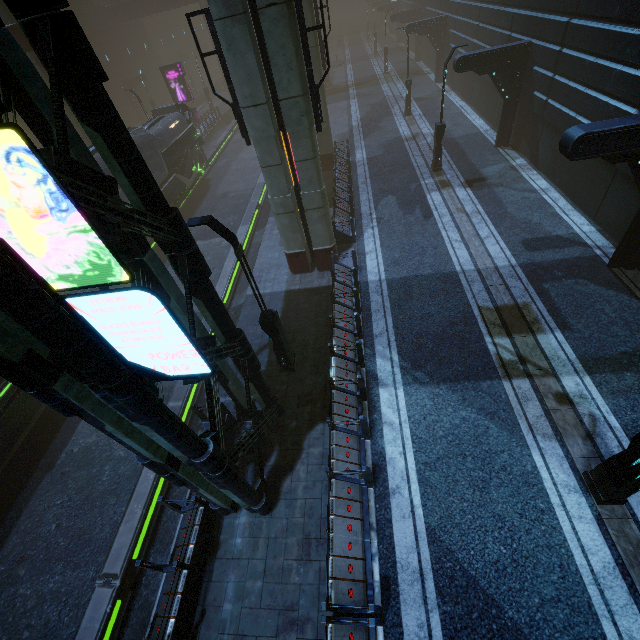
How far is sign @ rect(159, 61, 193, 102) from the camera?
31.94m

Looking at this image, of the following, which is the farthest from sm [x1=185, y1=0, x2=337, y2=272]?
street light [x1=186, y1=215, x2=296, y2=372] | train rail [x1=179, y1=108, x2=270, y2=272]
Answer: street light [x1=186, y1=215, x2=296, y2=372]

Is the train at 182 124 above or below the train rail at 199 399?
above

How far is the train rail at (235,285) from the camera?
15.3 meters

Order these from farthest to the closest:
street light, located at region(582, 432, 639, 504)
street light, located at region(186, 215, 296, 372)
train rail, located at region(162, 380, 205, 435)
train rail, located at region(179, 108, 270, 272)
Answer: train rail, located at region(179, 108, 270, 272)
train rail, located at region(162, 380, 205, 435)
street light, located at region(186, 215, 296, 372)
street light, located at region(582, 432, 639, 504)

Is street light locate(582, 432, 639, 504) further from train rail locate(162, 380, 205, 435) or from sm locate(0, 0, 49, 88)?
sm locate(0, 0, 49, 88)

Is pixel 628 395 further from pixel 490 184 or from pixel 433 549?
pixel 490 184

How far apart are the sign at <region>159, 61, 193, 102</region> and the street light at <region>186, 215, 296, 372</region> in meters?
35.2 m
